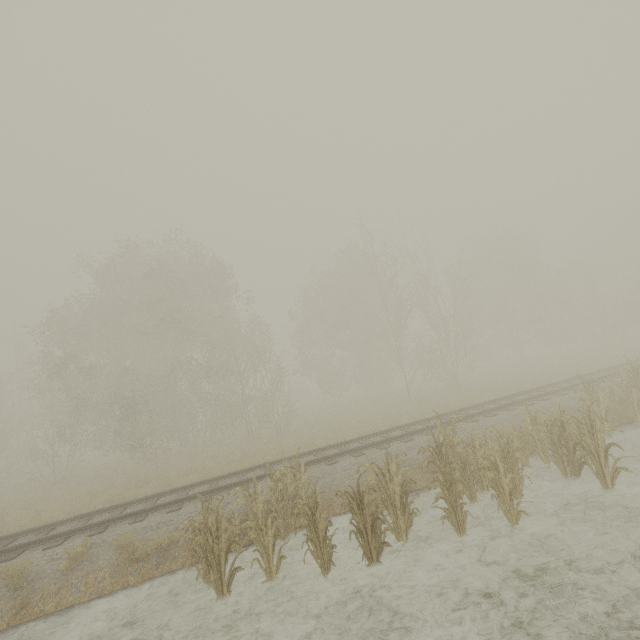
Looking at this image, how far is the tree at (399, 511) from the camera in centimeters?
613cm

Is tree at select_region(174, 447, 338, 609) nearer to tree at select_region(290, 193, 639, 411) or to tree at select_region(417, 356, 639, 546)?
tree at select_region(417, 356, 639, 546)

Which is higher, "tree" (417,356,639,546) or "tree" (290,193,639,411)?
"tree" (290,193,639,411)

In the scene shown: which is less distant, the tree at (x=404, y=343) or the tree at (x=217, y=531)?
the tree at (x=217, y=531)

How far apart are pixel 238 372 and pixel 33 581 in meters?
15.4

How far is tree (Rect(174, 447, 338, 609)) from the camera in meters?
6.1 m

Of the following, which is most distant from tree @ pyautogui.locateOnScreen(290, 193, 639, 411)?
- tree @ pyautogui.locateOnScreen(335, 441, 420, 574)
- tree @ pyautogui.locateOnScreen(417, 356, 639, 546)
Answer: tree @ pyautogui.locateOnScreen(335, 441, 420, 574)
